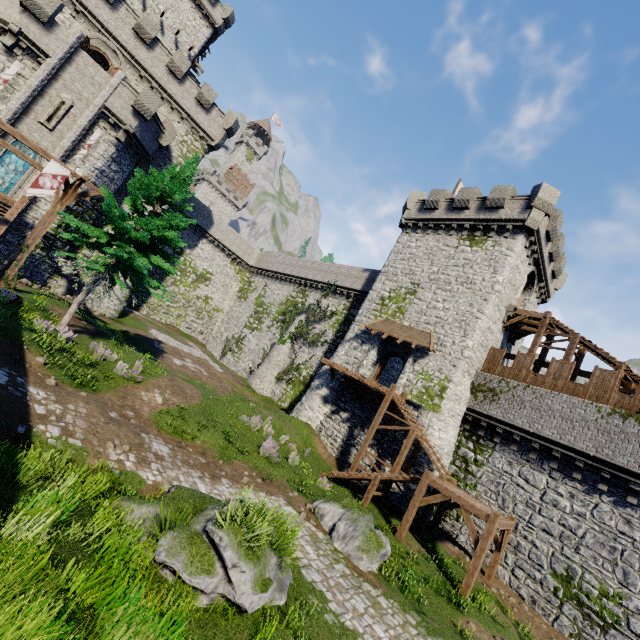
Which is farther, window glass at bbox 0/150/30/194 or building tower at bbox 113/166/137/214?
building tower at bbox 113/166/137/214

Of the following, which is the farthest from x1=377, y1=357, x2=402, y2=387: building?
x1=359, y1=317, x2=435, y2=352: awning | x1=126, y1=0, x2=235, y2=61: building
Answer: x1=126, y1=0, x2=235, y2=61: building

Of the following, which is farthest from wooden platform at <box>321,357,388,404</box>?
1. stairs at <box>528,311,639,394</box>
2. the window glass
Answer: the window glass

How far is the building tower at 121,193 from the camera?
28.2m

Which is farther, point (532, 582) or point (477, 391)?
point (477, 391)

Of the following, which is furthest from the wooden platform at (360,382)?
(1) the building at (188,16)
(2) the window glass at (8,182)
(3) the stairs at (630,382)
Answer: (1) the building at (188,16)

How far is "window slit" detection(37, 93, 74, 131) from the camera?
21.6m

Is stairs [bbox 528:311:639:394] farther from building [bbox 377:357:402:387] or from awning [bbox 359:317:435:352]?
awning [bbox 359:317:435:352]
